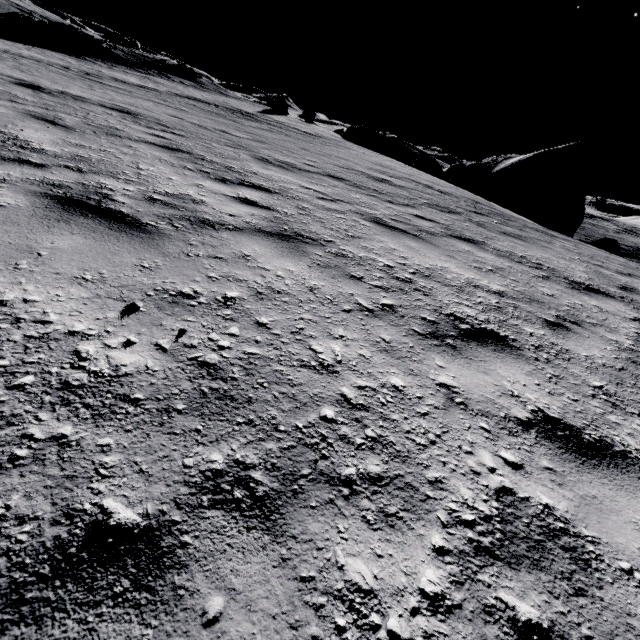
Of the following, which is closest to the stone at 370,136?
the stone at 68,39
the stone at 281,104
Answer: the stone at 281,104

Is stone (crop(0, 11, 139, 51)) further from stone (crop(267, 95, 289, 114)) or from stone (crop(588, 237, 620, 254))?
stone (crop(588, 237, 620, 254))

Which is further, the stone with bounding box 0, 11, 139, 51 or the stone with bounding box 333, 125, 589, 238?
the stone with bounding box 0, 11, 139, 51

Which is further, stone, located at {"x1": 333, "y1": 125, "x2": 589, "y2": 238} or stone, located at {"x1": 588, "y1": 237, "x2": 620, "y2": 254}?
stone, located at {"x1": 333, "y1": 125, "x2": 589, "y2": 238}

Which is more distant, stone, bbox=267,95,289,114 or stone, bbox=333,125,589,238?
stone, bbox=267,95,289,114

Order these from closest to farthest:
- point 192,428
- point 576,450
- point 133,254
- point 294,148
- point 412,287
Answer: point 192,428 < point 576,450 < point 133,254 < point 412,287 < point 294,148

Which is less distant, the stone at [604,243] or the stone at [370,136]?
the stone at [604,243]

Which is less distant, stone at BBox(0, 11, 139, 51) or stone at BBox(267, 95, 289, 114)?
stone at BBox(0, 11, 139, 51)
